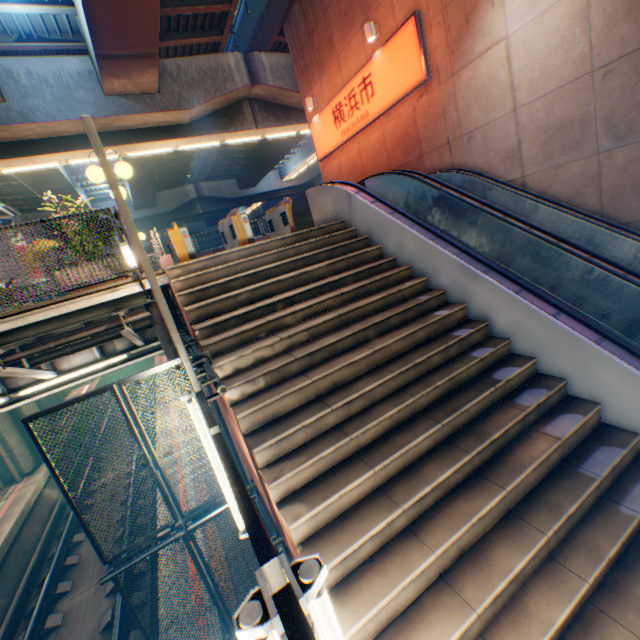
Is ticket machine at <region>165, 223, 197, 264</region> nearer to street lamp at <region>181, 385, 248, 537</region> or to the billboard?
street lamp at <region>181, 385, 248, 537</region>

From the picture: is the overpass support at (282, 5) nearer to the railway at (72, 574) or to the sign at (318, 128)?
the railway at (72, 574)

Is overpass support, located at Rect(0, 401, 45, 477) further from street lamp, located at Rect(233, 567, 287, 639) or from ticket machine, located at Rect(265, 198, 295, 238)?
street lamp, located at Rect(233, 567, 287, 639)

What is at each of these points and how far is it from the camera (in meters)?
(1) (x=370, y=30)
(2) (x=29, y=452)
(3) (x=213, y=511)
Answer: (1) street lamp, 9.77
(2) overpass support, 13.80
(3) metal fence, 4.90

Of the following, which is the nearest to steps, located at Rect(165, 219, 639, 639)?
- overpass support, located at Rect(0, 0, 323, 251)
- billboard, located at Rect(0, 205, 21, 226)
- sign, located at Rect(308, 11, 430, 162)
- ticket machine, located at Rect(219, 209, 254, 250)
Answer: ticket machine, located at Rect(219, 209, 254, 250)

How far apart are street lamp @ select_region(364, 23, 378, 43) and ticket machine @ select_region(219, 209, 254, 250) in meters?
6.6

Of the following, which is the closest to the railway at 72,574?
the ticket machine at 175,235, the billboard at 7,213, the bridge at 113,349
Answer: the bridge at 113,349

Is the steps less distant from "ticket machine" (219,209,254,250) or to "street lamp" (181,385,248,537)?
"street lamp" (181,385,248,537)
